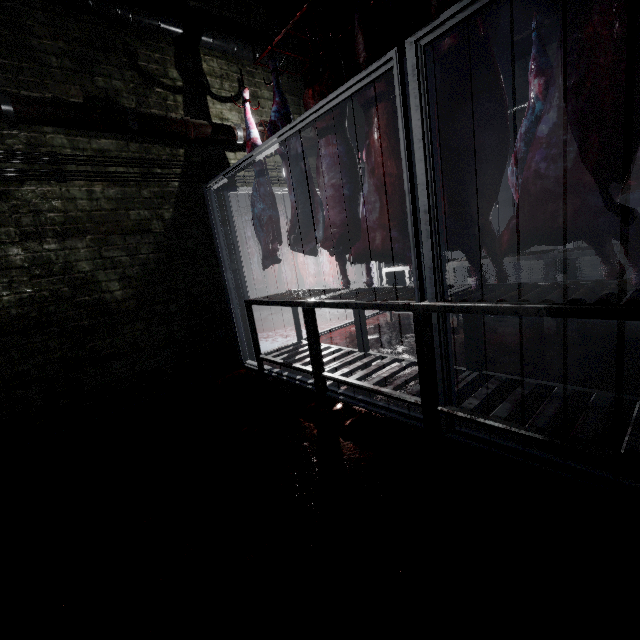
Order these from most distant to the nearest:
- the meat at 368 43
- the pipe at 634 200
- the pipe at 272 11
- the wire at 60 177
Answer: the pipe at 634 200, the pipe at 272 11, the wire at 60 177, the meat at 368 43

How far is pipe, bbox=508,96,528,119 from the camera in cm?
571

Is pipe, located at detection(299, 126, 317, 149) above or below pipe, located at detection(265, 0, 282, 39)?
below

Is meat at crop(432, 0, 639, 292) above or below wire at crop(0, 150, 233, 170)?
below

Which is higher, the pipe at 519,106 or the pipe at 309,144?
the pipe at 519,106

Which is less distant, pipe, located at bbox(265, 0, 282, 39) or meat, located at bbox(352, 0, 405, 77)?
meat, located at bbox(352, 0, 405, 77)

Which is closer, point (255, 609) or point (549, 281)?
point (255, 609)

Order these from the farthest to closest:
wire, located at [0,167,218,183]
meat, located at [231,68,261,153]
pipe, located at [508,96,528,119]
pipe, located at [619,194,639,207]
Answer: pipe, located at [508,96,528,119]
pipe, located at [619,194,639,207]
meat, located at [231,68,261,153]
wire, located at [0,167,218,183]
